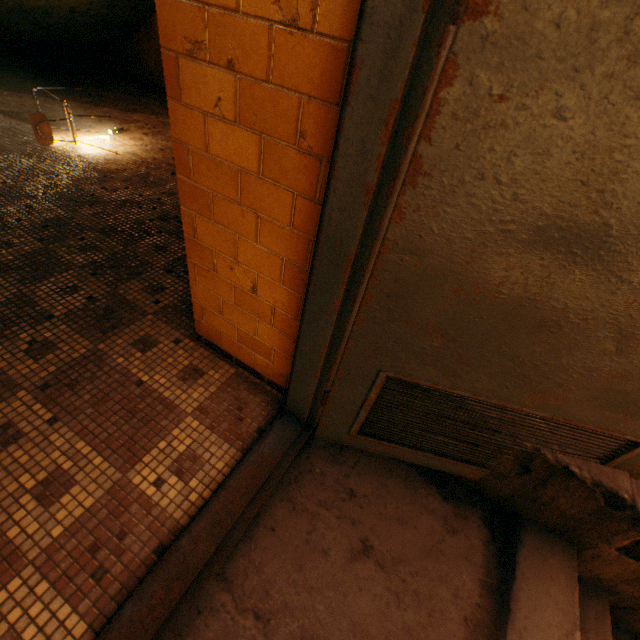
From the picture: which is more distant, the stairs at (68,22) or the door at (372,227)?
the stairs at (68,22)

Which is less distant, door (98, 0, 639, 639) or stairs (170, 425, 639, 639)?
door (98, 0, 639, 639)

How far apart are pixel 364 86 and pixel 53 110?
6.4 meters

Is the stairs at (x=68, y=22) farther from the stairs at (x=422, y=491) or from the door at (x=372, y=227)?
the stairs at (x=422, y=491)

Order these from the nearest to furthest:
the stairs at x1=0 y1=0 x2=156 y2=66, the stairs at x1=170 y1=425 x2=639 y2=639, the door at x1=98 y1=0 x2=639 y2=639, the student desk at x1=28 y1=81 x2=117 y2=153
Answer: the door at x1=98 y1=0 x2=639 y2=639
the stairs at x1=170 y1=425 x2=639 y2=639
the student desk at x1=28 y1=81 x2=117 y2=153
the stairs at x1=0 y1=0 x2=156 y2=66

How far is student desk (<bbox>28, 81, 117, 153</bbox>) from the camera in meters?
3.6

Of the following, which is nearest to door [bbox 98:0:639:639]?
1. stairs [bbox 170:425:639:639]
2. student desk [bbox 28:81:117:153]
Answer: stairs [bbox 170:425:639:639]

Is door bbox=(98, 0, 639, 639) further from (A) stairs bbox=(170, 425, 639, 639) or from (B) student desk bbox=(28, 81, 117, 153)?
(B) student desk bbox=(28, 81, 117, 153)
